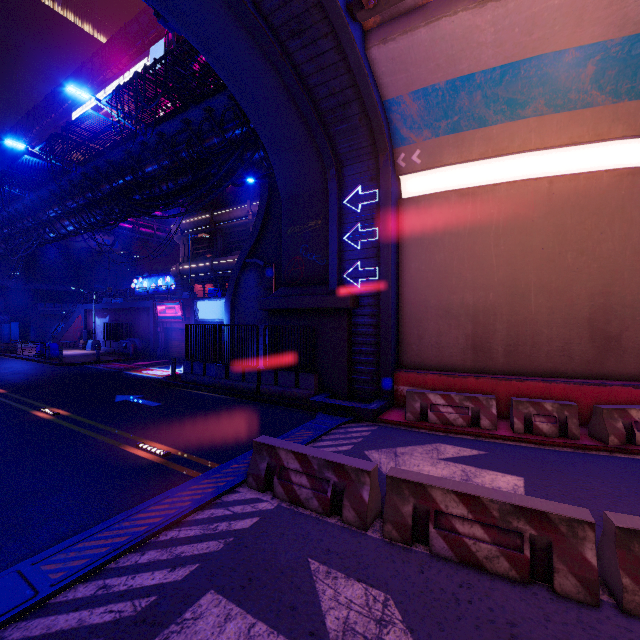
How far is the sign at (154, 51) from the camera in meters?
46.8

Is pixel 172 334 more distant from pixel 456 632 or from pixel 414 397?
pixel 456 632

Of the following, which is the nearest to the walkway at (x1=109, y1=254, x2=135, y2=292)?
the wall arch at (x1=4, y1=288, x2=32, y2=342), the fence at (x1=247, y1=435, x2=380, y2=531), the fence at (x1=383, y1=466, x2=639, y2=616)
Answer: the wall arch at (x1=4, y1=288, x2=32, y2=342)

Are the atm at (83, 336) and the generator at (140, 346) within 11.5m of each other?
yes

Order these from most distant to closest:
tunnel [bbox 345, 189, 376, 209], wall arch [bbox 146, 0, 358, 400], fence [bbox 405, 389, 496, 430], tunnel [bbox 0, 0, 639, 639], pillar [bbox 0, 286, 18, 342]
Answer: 1. pillar [bbox 0, 286, 18, 342]
2. tunnel [bbox 345, 189, 376, 209]
3. wall arch [bbox 146, 0, 358, 400]
4. fence [bbox 405, 389, 496, 430]
5. tunnel [bbox 0, 0, 639, 639]

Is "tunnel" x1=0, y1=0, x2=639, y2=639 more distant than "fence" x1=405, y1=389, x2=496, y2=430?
No

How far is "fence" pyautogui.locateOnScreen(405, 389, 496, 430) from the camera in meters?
9.1 m

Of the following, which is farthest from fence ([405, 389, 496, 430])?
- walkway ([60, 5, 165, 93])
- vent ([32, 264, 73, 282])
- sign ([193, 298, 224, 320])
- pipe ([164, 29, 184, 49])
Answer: vent ([32, 264, 73, 282])
